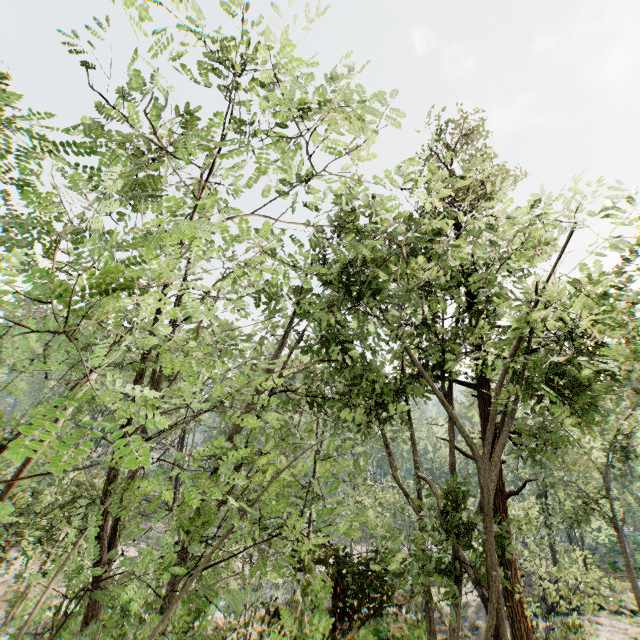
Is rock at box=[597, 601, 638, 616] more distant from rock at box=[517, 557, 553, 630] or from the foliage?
the foliage

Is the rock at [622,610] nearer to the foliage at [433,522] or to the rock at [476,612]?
the rock at [476,612]

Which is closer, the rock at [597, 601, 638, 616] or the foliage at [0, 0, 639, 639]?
the foliage at [0, 0, 639, 639]

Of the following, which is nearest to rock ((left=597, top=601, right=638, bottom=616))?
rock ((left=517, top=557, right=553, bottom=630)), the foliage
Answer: rock ((left=517, top=557, right=553, bottom=630))

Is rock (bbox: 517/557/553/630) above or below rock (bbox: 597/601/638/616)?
above

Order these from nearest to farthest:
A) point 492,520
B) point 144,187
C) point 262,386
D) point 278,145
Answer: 1. point 492,520
2. point 278,145
3. point 144,187
4. point 262,386

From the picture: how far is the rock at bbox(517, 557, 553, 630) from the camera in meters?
22.4 m
